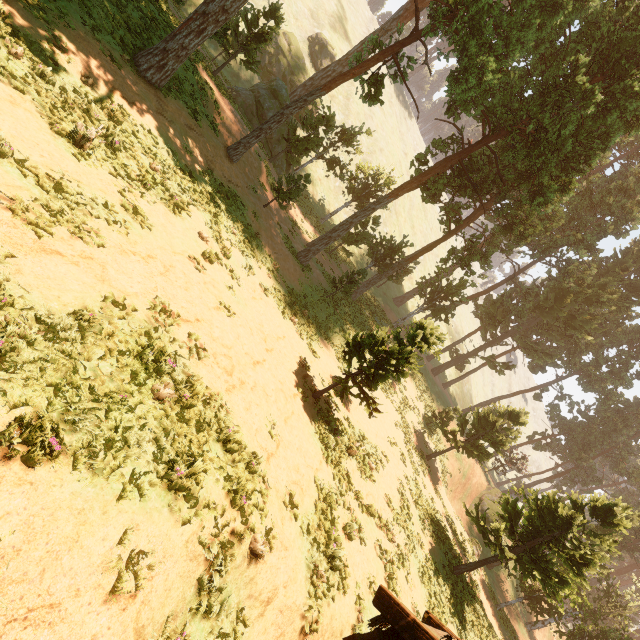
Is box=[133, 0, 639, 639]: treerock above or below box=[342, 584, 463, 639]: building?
above

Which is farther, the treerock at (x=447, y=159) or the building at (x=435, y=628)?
the treerock at (x=447, y=159)

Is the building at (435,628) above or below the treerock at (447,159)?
below

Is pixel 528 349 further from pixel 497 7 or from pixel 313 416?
pixel 313 416

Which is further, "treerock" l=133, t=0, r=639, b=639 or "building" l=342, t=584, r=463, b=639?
"treerock" l=133, t=0, r=639, b=639
